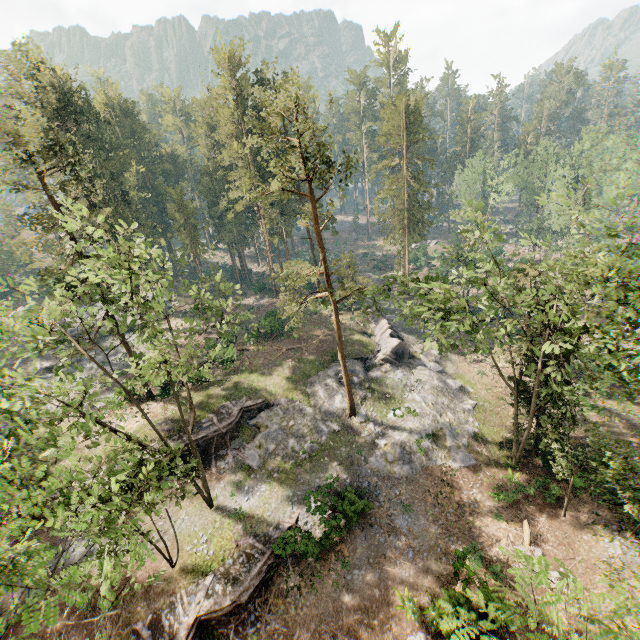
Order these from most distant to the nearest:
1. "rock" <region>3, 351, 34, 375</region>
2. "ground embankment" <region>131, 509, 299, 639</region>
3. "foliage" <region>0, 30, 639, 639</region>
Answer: "rock" <region>3, 351, 34, 375</region>, "ground embankment" <region>131, 509, 299, 639</region>, "foliage" <region>0, 30, 639, 639</region>

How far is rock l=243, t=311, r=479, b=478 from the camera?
25.64m

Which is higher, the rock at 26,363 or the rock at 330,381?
the rock at 26,363

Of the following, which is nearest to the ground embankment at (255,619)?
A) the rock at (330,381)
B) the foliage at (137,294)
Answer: the foliage at (137,294)

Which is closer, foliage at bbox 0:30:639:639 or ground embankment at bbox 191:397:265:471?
foliage at bbox 0:30:639:639

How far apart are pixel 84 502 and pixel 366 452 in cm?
2078

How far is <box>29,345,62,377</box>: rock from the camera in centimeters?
3891cm

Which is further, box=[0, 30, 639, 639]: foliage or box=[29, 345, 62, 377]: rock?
box=[29, 345, 62, 377]: rock
